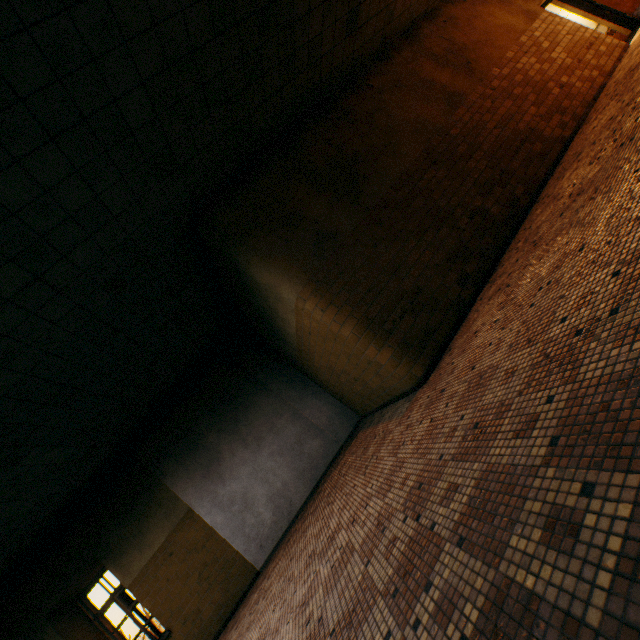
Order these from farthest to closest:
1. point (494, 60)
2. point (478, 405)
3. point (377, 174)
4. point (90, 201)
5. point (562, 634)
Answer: point (494, 60) < point (377, 174) < point (90, 201) < point (478, 405) < point (562, 634)
